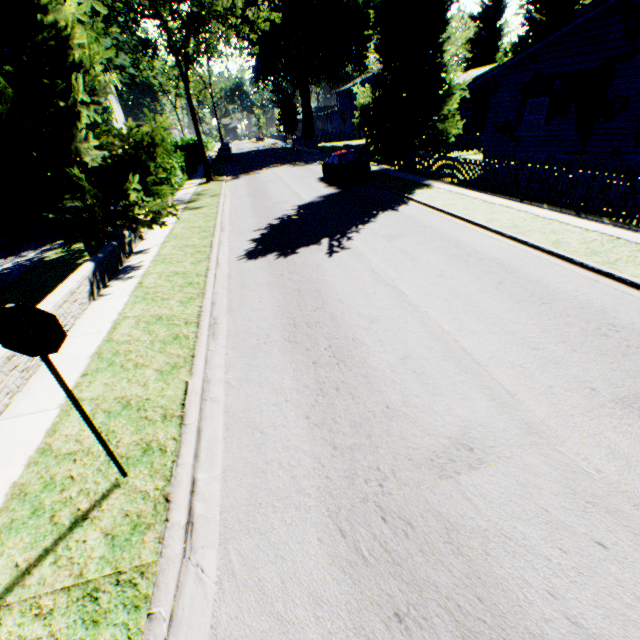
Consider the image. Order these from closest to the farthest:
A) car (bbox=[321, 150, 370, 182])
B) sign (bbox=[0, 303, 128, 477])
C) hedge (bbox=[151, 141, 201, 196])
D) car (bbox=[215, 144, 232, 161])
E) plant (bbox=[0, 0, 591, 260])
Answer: sign (bbox=[0, 303, 128, 477])
plant (bbox=[0, 0, 591, 260])
hedge (bbox=[151, 141, 201, 196])
car (bbox=[321, 150, 370, 182])
car (bbox=[215, 144, 232, 161])

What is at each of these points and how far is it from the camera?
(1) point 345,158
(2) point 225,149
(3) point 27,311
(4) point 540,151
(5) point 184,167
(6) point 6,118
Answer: (1) car, 20.0 meters
(2) car, 42.9 meters
(3) sign, 2.7 meters
(4) house, 16.6 meters
(5) hedge, 27.3 meters
(6) plant, 7.5 meters

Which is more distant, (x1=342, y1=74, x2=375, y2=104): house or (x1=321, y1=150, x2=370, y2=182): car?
(x1=342, y1=74, x2=375, y2=104): house

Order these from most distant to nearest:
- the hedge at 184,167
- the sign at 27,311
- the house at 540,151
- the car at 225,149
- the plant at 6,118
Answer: the car at 225,149, the hedge at 184,167, the house at 540,151, the plant at 6,118, the sign at 27,311

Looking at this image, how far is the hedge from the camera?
19.09m

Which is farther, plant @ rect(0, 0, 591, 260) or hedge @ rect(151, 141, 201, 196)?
hedge @ rect(151, 141, 201, 196)

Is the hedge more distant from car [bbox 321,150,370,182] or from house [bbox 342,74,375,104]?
house [bbox 342,74,375,104]

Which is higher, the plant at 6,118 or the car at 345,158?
the plant at 6,118
